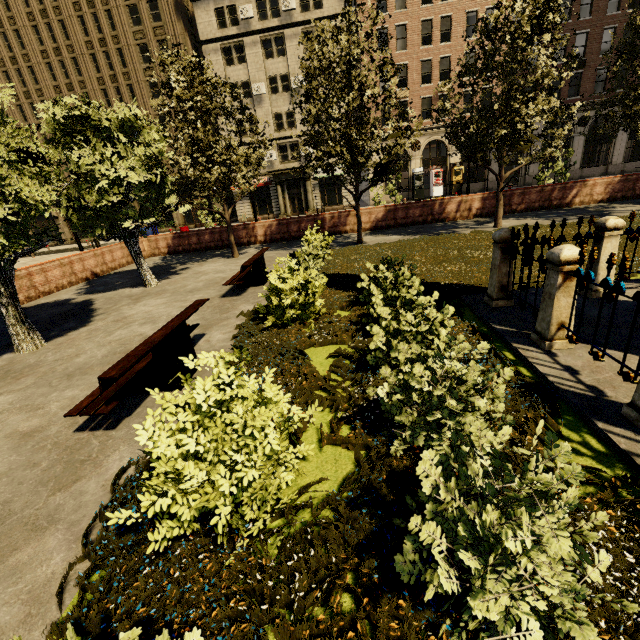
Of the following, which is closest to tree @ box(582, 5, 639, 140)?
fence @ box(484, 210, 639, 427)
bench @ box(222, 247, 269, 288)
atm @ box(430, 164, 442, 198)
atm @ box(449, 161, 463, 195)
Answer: fence @ box(484, 210, 639, 427)

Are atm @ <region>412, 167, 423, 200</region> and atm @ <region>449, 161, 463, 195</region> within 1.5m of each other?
no

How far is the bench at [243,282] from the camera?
9.0 meters

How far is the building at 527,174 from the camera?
33.3 meters

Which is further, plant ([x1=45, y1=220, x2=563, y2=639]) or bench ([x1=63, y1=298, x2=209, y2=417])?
bench ([x1=63, y1=298, x2=209, y2=417])

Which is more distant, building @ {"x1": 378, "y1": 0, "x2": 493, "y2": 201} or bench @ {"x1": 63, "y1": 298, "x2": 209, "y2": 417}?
building @ {"x1": 378, "y1": 0, "x2": 493, "y2": 201}

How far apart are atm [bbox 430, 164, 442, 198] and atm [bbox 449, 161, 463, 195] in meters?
0.9

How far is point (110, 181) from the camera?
9.98m
